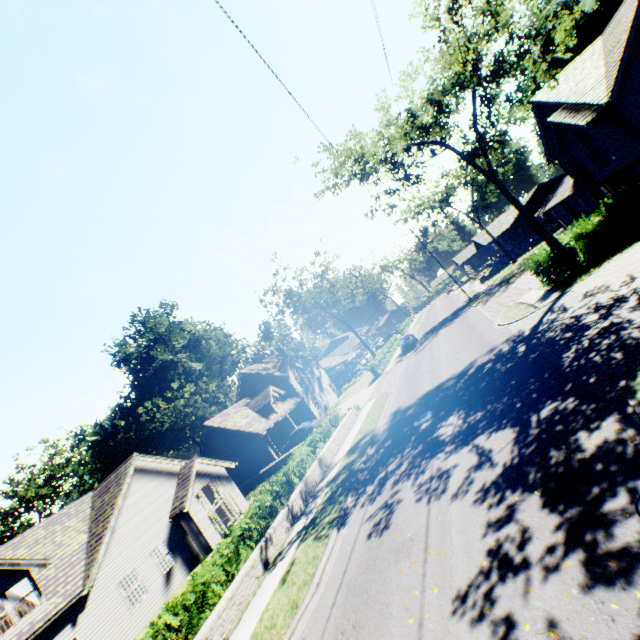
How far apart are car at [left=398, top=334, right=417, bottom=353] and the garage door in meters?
20.9

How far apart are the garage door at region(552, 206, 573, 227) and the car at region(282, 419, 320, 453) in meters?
34.4 m

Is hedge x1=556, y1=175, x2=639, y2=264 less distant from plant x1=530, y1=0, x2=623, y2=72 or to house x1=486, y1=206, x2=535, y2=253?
plant x1=530, y1=0, x2=623, y2=72

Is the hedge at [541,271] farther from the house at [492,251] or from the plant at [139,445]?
the plant at [139,445]

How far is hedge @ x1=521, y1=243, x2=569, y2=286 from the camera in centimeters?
1889cm

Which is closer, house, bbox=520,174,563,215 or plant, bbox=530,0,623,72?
plant, bbox=530,0,623,72

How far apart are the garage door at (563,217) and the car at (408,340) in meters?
20.9 m

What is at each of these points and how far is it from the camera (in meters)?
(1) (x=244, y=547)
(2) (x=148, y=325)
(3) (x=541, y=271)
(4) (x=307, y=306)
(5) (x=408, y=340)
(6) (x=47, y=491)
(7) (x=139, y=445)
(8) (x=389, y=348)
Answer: (1) hedge, 12.48
(2) plant, 59.19
(3) hedge, 19.44
(4) tree, 49.66
(5) car, 39.34
(6) plant, 52.25
(7) plant, 56.34
(8) hedge, 48.41
